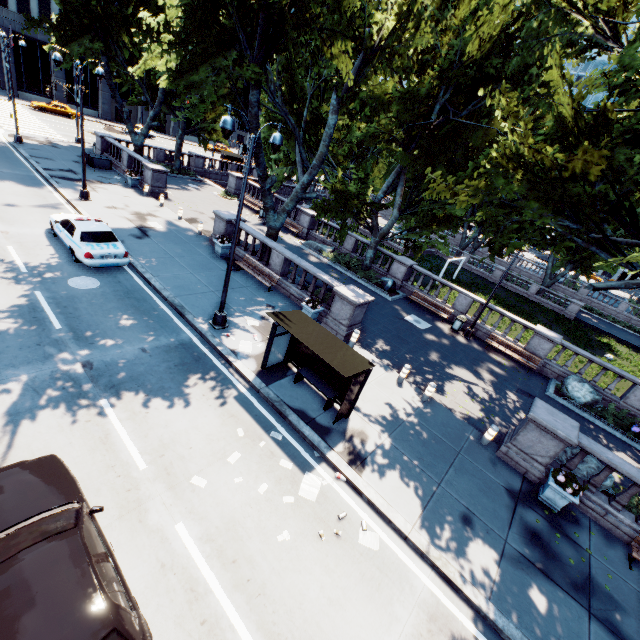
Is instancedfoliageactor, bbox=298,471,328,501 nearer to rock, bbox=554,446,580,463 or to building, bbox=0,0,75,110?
rock, bbox=554,446,580,463

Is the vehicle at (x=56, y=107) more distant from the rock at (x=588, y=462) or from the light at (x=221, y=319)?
the rock at (x=588, y=462)

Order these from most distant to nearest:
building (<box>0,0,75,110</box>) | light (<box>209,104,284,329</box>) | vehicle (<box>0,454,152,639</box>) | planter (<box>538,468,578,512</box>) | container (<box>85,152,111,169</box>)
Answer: building (<box>0,0,75,110</box>)
container (<box>85,152,111,169</box>)
planter (<box>538,468,578,512</box>)
light (<box>209,104,284,329</box>)
vehicle (<box>0,454,152,639</box>)

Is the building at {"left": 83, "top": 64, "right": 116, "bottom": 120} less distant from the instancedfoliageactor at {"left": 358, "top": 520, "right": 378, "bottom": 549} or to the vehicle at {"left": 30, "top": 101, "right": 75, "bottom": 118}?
the vehicle at {"left": 30, "top": 101, "right": 75, "bottom": 118}

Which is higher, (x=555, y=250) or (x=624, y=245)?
(x=624, y=245)

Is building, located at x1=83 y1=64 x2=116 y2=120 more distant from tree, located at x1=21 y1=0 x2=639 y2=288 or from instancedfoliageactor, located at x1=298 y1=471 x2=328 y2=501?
instancedfoliageactor, located at x1=298 y1=471 x2=328 y2=501

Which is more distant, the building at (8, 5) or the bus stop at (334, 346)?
the building at (8, 5)

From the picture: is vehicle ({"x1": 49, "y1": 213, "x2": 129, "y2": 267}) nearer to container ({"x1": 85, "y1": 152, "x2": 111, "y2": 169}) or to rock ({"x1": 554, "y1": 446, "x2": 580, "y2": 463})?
container ({"x1": 85, "y1": 152, "x2": 111, "y2": 169})
